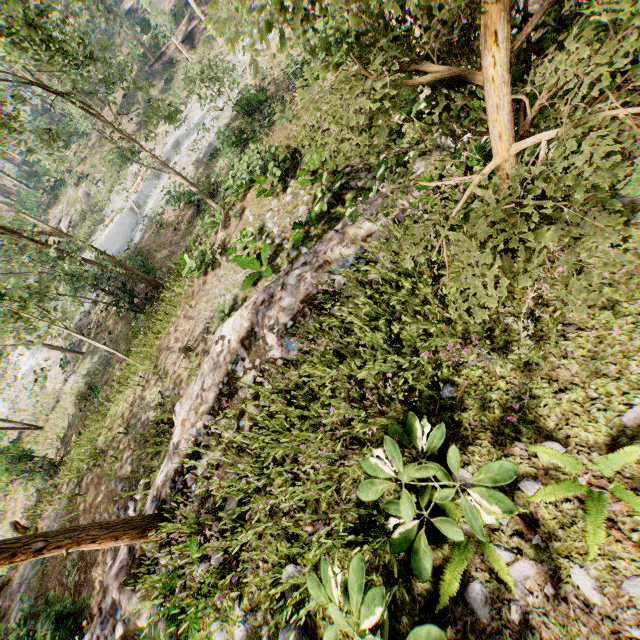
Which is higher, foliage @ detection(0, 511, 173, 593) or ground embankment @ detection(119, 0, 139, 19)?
foliage @ detection(0, 511, 173, 593)

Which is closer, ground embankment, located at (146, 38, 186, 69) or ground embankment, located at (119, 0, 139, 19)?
ground embankment, located at (146, 38, 186, 69)

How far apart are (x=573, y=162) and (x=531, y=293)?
1.8 meters

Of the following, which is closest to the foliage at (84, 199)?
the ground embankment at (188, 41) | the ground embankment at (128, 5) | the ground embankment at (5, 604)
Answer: the ground embankment at (188, 41)

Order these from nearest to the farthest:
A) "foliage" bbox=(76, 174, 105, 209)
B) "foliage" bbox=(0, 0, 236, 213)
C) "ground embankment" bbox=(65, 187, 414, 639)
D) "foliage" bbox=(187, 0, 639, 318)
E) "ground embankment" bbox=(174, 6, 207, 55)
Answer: "foliage" bbox=(187, 0, 639, 318)
"ground embankment" bbox=(65, 187, 414, 639)
"foliage" bbox=(0, 0, 236, 213)
"ground embankment" bbox=(174, 6, 207, 55)
"foliage" bbox=(76, 174, 105, 209)

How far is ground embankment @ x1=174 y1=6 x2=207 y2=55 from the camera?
38.88m

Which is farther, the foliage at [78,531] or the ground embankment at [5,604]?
the ground embankment at [5,604]
